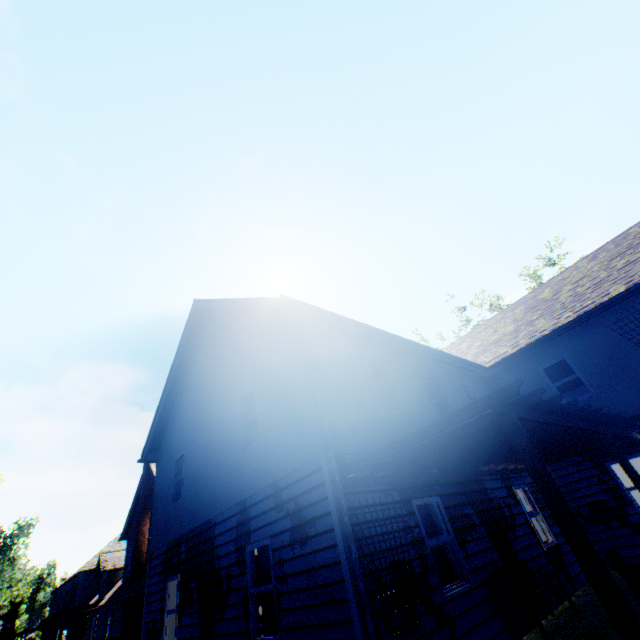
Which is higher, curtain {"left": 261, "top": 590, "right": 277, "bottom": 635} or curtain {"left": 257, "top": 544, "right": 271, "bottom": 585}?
curtain {"left": 257, "top": 544, "right": 271, "bottom": 585}

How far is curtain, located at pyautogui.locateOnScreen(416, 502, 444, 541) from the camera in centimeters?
A: 677cm

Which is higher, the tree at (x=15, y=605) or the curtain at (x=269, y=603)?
the tree at (x=15, y=605)

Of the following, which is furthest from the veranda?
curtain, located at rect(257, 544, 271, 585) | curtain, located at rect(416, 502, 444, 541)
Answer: curtain, located at rect(257, 544, 271, 585)

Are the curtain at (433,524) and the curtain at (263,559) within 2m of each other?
no

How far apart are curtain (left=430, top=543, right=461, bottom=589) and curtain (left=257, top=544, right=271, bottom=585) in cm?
261

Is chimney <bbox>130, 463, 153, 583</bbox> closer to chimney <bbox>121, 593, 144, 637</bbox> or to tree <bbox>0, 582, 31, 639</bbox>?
chimney <bbox>121, 593, 144, 637</bbox>

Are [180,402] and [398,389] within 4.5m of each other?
no
